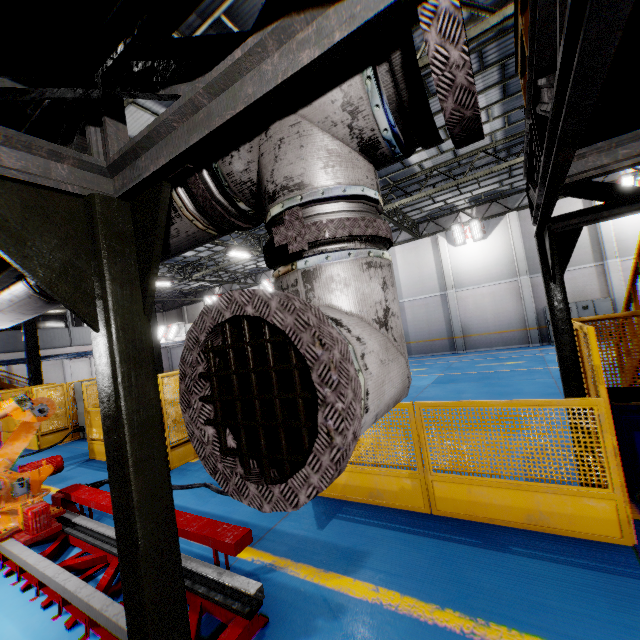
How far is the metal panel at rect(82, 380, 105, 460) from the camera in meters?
9.2

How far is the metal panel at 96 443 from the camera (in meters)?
9.16

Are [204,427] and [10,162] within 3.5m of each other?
yes

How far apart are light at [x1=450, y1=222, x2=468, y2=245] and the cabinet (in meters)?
→ 5.72

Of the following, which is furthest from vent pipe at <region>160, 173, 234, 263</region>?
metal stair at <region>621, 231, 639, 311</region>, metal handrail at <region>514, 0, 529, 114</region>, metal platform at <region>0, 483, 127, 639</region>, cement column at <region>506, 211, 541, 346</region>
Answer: cement column at <region>506, 211, 541, 346</region>

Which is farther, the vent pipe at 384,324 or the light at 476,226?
the light at 476,226

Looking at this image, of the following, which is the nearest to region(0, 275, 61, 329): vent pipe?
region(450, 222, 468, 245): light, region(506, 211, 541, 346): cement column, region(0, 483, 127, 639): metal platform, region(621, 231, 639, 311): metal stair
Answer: region(0, 483, 127, 639): metal platform

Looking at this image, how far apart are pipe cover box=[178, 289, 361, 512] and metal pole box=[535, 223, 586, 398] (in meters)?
3.69
